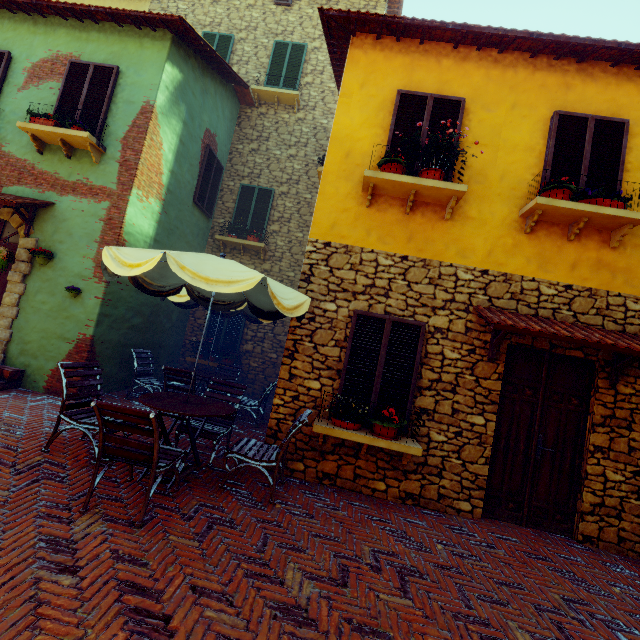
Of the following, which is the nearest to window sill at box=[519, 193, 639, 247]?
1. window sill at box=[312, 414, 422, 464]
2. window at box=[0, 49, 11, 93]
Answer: window at box=[0, 49, 11, 93]

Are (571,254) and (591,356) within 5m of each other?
yes

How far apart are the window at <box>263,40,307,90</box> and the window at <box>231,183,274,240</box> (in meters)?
3.27

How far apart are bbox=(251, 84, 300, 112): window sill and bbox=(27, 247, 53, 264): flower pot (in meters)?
7.50

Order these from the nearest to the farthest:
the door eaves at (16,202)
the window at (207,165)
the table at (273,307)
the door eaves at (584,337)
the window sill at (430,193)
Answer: the table at (273,307) → the door eaves at (584,337) → the window sill at (430,193) → the door eaves at (16,202) → the window at (207,165)

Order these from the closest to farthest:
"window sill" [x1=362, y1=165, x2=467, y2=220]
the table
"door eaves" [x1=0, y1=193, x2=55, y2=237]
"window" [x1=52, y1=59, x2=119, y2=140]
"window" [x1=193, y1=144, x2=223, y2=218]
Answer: the table < "window sill" [x1=362, y1=165, x2=467, y2=220] < "door eaves" [x1=0, y1=193, x2=55, y2=237] < "window" [x1=52, y1=59, x2=119, y2=140] < "window" [x1=193, y1=144, x2=223, y2=218]

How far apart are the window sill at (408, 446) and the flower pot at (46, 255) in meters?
6.0

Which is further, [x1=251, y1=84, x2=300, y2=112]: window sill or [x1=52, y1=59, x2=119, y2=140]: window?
[x1=251, y1=84, x2=300, y2=112]: window sill
